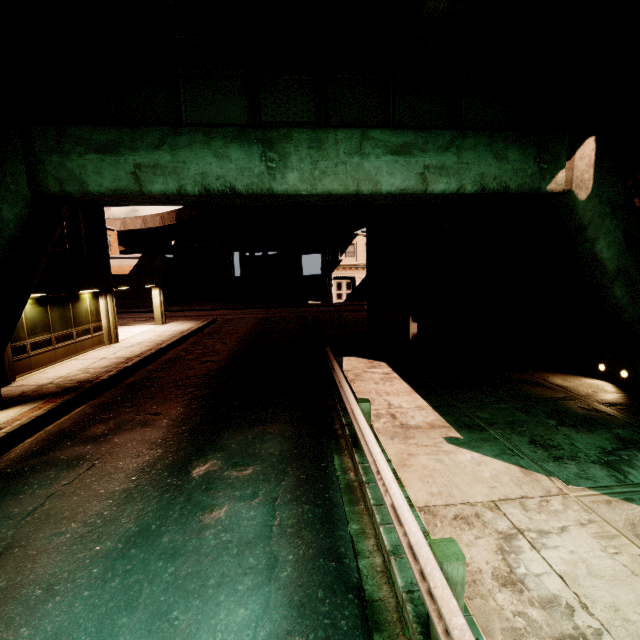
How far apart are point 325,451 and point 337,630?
3.4 meters

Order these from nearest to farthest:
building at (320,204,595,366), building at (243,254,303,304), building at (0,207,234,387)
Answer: building at (320,204,595,366) < building at (0,207,234,387) < building at (243,254,303,304)

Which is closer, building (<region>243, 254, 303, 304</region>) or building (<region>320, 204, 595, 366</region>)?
building (<region>320, 204, 595, 366</region>)

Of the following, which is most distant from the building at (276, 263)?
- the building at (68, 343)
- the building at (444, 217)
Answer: the building at (444, 217)

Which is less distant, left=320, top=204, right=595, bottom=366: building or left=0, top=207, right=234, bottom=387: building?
left=320, top=204, right=595, bottom=366: building

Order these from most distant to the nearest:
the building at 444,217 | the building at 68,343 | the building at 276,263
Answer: the building at 276,263 → the building at 68,343 → the building at 444,217

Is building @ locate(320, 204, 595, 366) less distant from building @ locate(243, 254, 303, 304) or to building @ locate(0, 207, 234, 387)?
building @ locate(0, 207, 234, 387)

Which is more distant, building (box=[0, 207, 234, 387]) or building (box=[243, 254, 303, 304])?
building (box=[243, 254, 303, 304])
